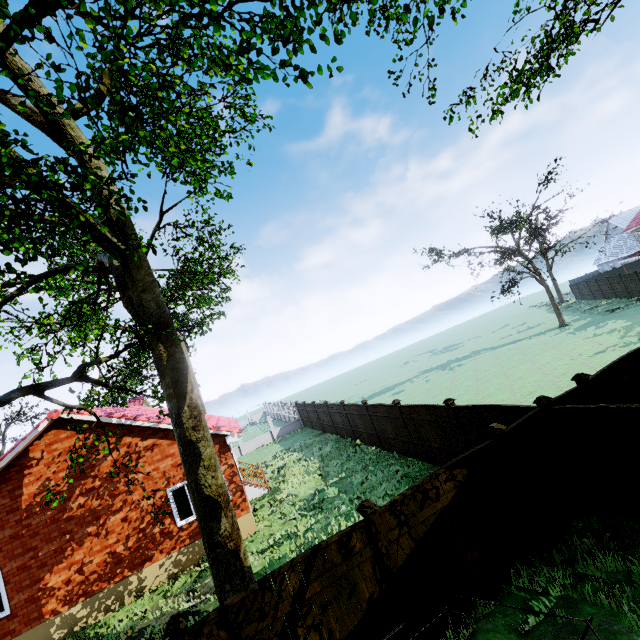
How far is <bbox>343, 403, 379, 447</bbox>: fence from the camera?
16.5 meters

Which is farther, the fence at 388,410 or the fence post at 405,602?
the fence at 388,410

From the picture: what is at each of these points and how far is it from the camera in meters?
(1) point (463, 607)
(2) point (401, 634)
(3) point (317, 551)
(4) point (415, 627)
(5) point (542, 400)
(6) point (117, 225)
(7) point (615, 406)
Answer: (1) fence, 5.6
(2) fence, 5.2
(3) fence, 5.1
(4) fence post, 5.2
(5) fence post, 7.0
(6) tree, 8.5
(7) fence, 5.8

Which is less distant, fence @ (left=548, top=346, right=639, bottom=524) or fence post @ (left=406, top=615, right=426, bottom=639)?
fence post @ (left=406, top=615, right=426, bottom=639)

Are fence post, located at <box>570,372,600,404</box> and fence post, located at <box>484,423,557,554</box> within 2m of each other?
no

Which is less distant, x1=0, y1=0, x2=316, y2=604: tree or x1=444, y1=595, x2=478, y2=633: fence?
x1=0, y1=0, x2=316, y2=604: tree

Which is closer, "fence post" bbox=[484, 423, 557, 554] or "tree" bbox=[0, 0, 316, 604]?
"tree" bbox=[0, 0, 316, 604]

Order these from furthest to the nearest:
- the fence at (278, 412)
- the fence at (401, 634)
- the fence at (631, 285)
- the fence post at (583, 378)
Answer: the fence at (278, 412) → the fence at (631, 285) → the fence post at (583, 378) → the fence at (401, 634)
